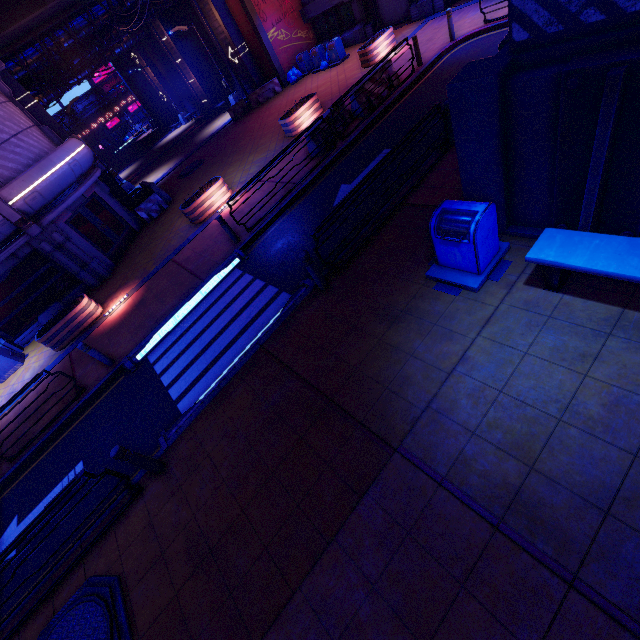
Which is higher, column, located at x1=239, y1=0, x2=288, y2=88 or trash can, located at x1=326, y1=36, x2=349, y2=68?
column, located at x1=239, y1=0, x2=288, y2=88

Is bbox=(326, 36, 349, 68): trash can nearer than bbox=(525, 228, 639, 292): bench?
No

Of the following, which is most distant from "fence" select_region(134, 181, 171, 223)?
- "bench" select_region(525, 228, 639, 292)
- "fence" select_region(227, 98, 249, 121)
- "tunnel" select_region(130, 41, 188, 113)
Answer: "tunnel" select_region(130, 41, 188, 113)

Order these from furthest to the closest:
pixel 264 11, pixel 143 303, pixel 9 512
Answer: pixel 264 11, pixel 143 303, pixel 9 512

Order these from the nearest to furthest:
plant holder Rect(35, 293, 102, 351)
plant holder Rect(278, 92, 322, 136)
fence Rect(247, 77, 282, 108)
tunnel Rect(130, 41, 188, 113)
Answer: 1. plant holder Rect(35, 293, 102, 351)
2. plant holder Rect(278, 92, 322, 136)
3. fence Rect(247, 77, 282, 108)
4. tunnel Rect(130, 41, 188, 113)

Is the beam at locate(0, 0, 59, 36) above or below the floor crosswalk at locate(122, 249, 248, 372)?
above

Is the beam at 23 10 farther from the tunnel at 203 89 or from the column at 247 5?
the tunnel at 203 89

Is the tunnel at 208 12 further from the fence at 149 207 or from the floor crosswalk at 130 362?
the floor crosswalk at 130 362
